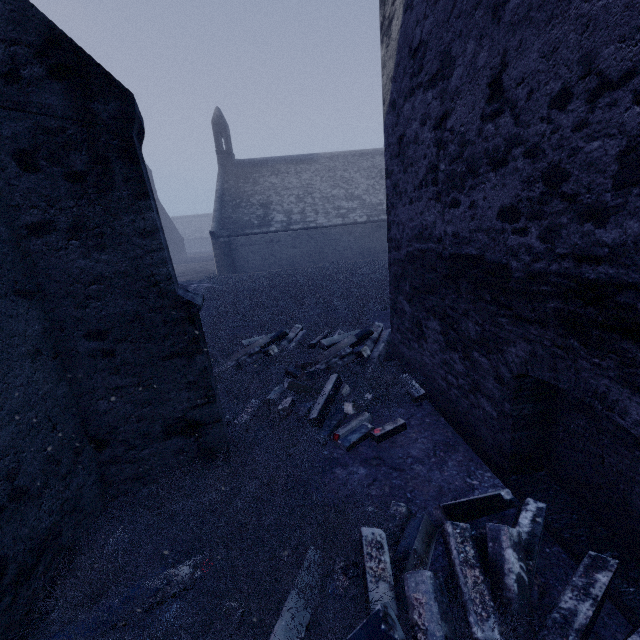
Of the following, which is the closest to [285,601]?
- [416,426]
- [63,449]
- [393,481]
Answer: [393,481]

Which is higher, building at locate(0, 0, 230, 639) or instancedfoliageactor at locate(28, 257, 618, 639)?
building at locate(0, 0, 230, 639)

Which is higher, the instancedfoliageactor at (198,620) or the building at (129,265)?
the building at (129,265)
